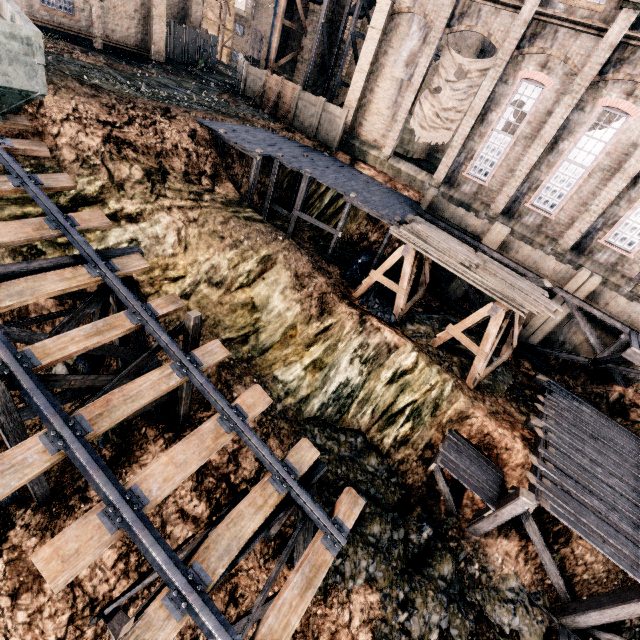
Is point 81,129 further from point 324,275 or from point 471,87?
point 471,87

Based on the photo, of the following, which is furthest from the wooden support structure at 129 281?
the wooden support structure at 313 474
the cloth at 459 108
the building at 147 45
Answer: the cloth at 459 108

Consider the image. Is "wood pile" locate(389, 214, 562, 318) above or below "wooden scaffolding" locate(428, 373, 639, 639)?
above

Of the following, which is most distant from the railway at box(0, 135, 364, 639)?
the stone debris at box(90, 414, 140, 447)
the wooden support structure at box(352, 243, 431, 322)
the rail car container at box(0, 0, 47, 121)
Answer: the wooden support structure at box(352, 243, 431, 322)

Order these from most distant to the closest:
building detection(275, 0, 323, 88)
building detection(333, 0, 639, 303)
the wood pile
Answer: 1. building detection(275, 0, 323, 88)
2. building detection(333, 0, 639, 303)
3. the wood pile

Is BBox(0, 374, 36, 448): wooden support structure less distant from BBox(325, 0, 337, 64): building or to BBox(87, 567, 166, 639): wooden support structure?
BBox(87, 567, 166, 639): wooden support structure

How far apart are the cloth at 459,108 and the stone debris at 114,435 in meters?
23.5

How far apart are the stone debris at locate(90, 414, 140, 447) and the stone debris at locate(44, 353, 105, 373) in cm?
131
